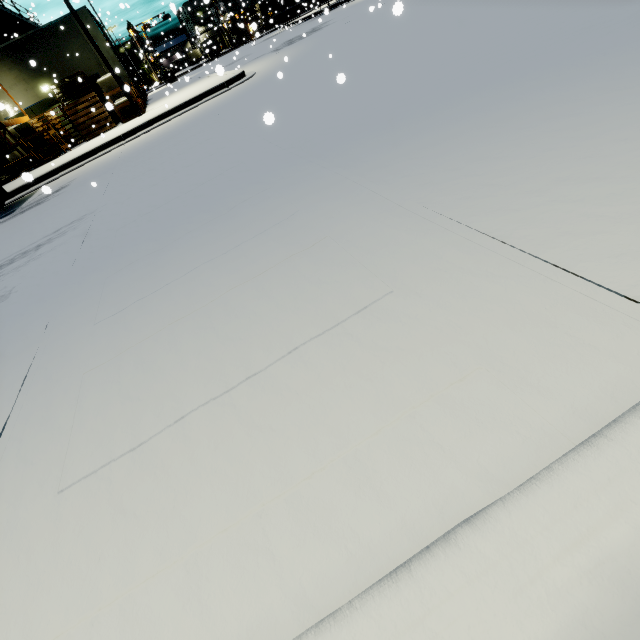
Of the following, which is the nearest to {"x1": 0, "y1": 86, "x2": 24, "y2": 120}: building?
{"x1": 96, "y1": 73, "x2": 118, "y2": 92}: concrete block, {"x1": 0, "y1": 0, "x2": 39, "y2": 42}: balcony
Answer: {"x1": 0, "y1": 0, "x2": 39, "y2": 42}: balcony

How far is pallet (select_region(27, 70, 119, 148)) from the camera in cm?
1778

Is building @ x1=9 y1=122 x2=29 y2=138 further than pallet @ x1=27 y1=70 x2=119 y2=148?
Yes

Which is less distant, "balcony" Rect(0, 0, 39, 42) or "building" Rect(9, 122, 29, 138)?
"building" Rect(9, 122, 29, 138)

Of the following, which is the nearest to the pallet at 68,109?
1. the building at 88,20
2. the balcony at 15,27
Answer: the building at 88,20

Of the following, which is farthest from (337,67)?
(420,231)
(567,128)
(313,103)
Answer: (420,231)

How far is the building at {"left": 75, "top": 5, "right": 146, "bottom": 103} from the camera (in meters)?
17.78

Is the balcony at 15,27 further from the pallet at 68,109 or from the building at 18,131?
the pallet at 68,109
